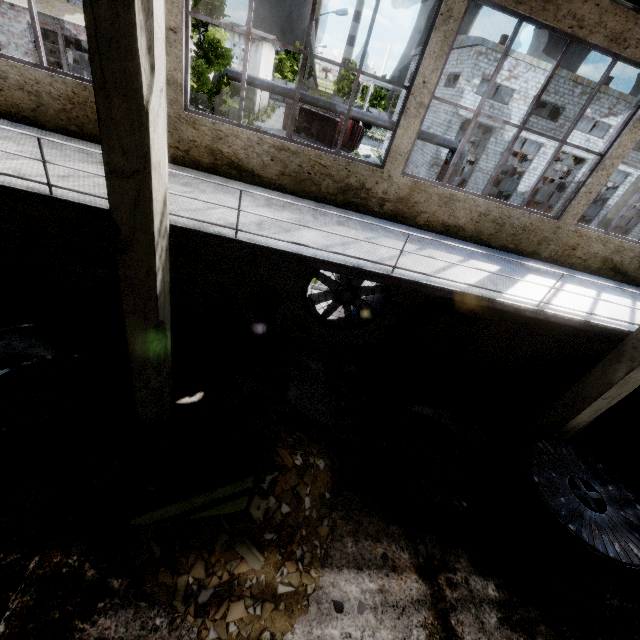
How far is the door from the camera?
30.0m

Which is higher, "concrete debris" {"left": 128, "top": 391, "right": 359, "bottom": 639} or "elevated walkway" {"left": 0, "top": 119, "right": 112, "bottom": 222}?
"elevated walkway" {"left": 0, "top": 119, "right": 112, "bottom": 222}

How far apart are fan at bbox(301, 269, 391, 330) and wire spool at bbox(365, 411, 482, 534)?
2.5m

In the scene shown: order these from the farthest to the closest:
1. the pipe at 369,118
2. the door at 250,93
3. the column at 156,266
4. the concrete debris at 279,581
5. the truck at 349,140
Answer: the truck at 349,140
the door at 250,93
the pipe at 369,118
the concrete debris at 279,581
the column at 156,266

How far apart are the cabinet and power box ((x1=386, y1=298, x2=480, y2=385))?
4.4 meters

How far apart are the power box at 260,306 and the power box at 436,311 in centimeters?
332cm

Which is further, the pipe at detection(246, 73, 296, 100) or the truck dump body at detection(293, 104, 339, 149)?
the truck dump body at detection(293, 104, 339, 149)

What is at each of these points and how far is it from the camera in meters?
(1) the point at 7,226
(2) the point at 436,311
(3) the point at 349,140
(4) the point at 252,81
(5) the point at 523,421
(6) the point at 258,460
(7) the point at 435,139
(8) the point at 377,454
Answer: (1) power box, 6.7
(2) power box, 7.7
(3) truck, 41.3
(4) pipe, 19.8
(5) concrete debris, 8.8
(6) cabinet, 5.4
(7) pipe, 22.0
(8) wire spool, 7.0
